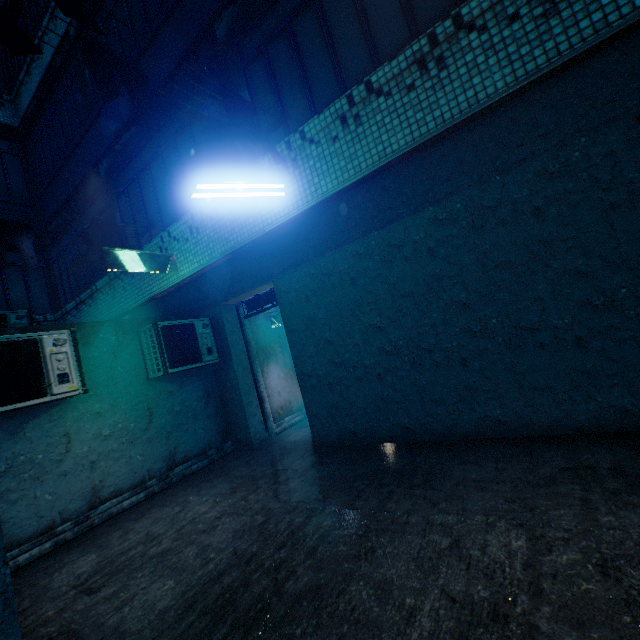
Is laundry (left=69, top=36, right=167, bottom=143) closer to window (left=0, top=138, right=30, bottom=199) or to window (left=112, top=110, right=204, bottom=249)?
window (left=112, top=110, right=204, bottom=249)

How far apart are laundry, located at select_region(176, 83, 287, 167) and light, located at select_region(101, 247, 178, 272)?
2.34m

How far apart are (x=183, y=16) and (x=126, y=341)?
5.03m

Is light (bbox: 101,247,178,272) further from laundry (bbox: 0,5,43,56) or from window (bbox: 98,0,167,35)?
window (bbox: 98,0,167,35)

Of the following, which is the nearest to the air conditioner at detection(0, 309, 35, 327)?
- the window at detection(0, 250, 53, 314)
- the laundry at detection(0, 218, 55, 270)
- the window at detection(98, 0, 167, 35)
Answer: the window at detection(0, 250, 53, 314)

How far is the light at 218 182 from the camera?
2.9m

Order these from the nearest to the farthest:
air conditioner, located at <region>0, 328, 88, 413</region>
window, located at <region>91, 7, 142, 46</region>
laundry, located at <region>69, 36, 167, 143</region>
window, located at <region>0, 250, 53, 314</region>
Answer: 1. laundry, located at <region>69, 36, 167, 143</region>
2. air conditioner, located at <region>0, 328, 88, 413</region>
3. window, located at <region>91, 7, 142, 46</region>
4. window, located at <region>0, 250, 53, 314</region>

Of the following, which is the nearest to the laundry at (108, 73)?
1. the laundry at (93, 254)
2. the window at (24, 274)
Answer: the laundry at (93, 254)
